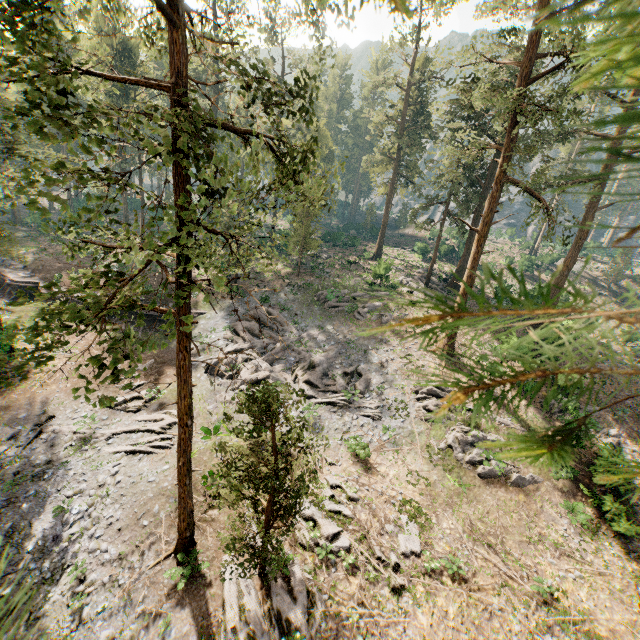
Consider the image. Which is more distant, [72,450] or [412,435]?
[412,435]

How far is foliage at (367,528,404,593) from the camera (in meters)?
13.11

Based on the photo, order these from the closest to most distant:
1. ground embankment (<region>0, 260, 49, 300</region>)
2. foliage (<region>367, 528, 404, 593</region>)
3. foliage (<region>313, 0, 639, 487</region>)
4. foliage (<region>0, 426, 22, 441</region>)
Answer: foliage (<region>313, 0, 639, 487</region>) < foliage (<region>367, 528, 404, 593</region>) < foliage (<region>0, 426, 22, 441</region>) < ground embankment (<region>0, 260, 49, 300</region>)

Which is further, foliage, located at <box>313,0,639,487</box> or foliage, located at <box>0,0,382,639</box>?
foliage, located at <box>0,0,382,639</box>

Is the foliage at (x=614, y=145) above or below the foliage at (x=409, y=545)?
above

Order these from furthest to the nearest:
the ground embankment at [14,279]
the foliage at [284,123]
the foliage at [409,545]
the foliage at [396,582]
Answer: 1. the ground embankment at [14,279]
2. the foliage at [409,545]
3. the foliage at [396,582]
4. the foliage at [284,123]
